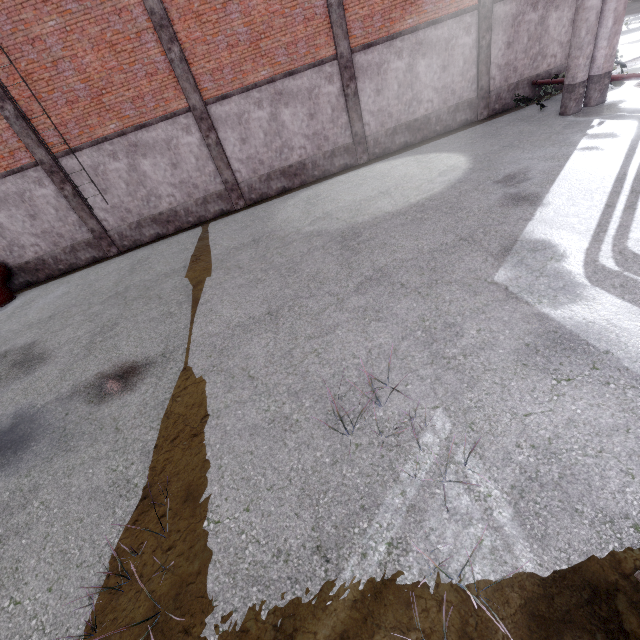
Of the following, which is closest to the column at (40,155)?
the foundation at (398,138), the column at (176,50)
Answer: the column at (176,50)

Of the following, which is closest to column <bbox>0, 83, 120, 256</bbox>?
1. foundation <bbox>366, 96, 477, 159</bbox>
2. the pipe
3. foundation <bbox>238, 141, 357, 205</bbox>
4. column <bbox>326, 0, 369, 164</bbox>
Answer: the pipe

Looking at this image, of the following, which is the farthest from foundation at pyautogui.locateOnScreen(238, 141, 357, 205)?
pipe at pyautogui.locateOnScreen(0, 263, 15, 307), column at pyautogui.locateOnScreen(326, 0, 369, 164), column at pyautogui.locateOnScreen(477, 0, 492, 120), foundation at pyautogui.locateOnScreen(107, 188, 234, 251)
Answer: pipe at pyautogui.locateOnScreen(0, 263, 15, 307)

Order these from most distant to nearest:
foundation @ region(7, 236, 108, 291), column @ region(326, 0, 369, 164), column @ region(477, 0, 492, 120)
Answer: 1. foundation @ region(7, 236, 108, 291)
2. column @ region(477, 0, 492, 120)
3. column @ region(326, 0, 369, 164)

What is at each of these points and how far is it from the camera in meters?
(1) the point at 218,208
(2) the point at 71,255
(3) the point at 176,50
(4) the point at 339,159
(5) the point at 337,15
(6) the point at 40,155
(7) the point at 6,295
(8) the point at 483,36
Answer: (1) foundation, 14.3
(2) foundation, 13.9
(3) column, 11.2
(4) foundation, 14.4
(5) column, 11.7
(6) column, 11.8
(7) pipe, 13.0
(8) column, 13.1

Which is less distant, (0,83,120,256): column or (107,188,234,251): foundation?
(0,83,120,256): column

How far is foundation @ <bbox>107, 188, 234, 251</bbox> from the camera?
13.90m

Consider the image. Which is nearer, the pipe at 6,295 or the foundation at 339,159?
the pipe at 6,295
